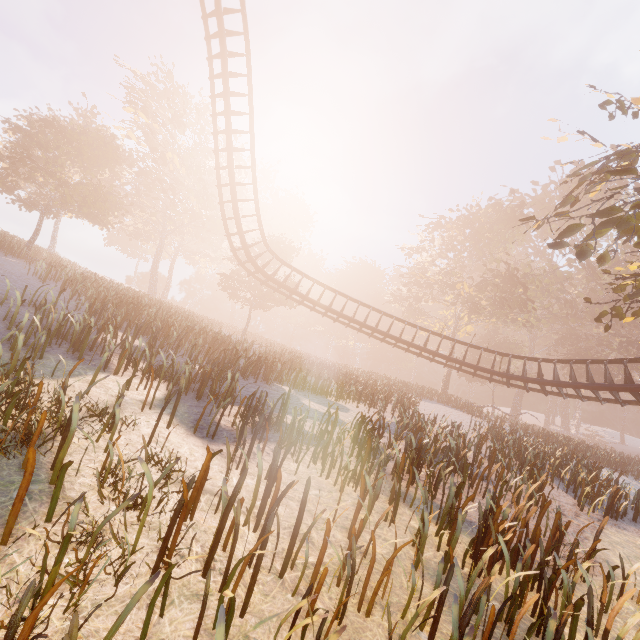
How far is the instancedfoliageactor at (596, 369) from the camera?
39.5m

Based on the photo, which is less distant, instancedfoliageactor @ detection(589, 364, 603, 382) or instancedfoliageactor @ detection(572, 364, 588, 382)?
instancedfoliageactor @ detection(589, 364, 603, 382)

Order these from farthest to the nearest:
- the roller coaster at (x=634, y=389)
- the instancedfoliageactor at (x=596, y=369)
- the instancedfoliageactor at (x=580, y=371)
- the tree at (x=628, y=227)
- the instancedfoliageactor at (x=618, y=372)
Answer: the instancedfoliageactor at (x=580, y=371)
the instancedfoliageactor at (x=596, y=369)
the instancedfoliageactor at (x=618, y=372)
the roller coaster at (x=634, y=389)
the tree at (x=628, y=227)

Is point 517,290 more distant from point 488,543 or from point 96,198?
point 96,198

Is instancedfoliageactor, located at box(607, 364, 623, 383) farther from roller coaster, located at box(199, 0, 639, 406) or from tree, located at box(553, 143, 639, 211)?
roller coaster, located at box(199, 0, 639, 406)

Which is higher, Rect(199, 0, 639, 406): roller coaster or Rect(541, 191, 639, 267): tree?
Rect(541, 191, 639, 267): tree

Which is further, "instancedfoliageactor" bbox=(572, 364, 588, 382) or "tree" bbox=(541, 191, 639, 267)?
"instancedfoliageactor" bbox=(572, 364, 588, 382)
